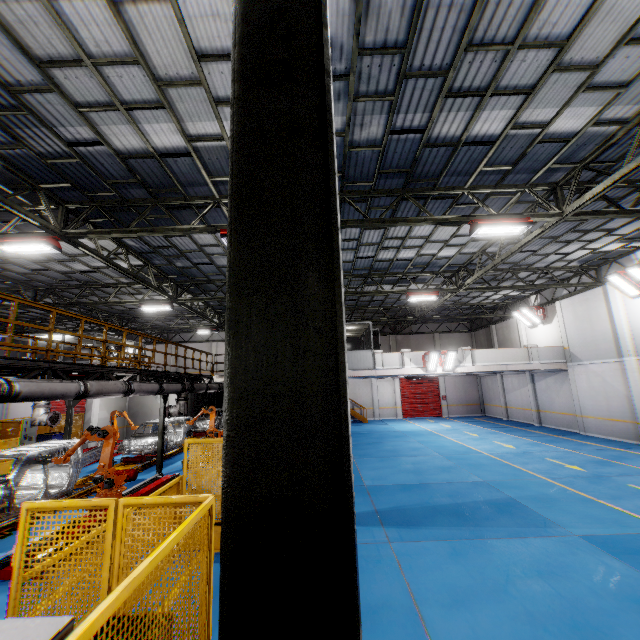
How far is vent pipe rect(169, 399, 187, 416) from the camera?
14.2m

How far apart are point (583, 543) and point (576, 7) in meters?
9.8 m

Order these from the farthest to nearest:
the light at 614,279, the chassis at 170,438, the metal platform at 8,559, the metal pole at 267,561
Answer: the chassis at 170,438 → the light at 614,279 → the metal platform at 8,559 → the metal pole at 267,561

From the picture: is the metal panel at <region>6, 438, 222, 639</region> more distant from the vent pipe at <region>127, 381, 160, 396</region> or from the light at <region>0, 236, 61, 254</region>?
the light at <region>0, 236, 61, 254</region>

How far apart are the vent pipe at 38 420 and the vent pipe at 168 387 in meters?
3.6 m

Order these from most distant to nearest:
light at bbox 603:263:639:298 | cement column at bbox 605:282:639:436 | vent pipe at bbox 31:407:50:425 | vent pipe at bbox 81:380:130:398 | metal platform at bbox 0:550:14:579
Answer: cement column at bbox 605:282:639:436 → light at bbox 603:263:639:298 → vent pipe at bbox 31:407:50:425 → vent pipe at bbox 81:380:130:398 → metal platform at bbox 0:550:14:579

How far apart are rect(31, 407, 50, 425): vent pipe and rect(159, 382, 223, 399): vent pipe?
3.6 meters
